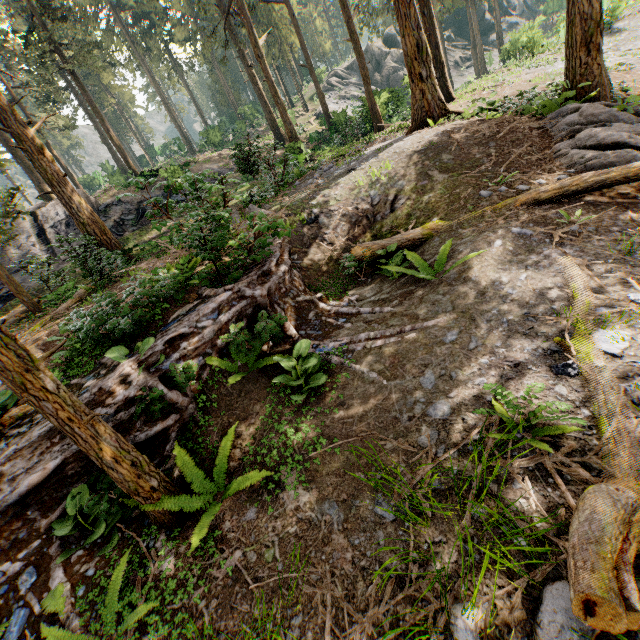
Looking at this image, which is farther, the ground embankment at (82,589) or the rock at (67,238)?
the rock at (67,238)

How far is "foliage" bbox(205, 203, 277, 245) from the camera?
5.9 meters

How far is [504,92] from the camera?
17.00m

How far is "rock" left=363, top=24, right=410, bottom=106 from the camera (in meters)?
26.88

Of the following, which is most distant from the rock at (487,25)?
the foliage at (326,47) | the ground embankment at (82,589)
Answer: the ground embankment at (82,589)

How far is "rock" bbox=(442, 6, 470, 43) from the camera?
50.3m

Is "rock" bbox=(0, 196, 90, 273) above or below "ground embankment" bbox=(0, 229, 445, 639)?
above
